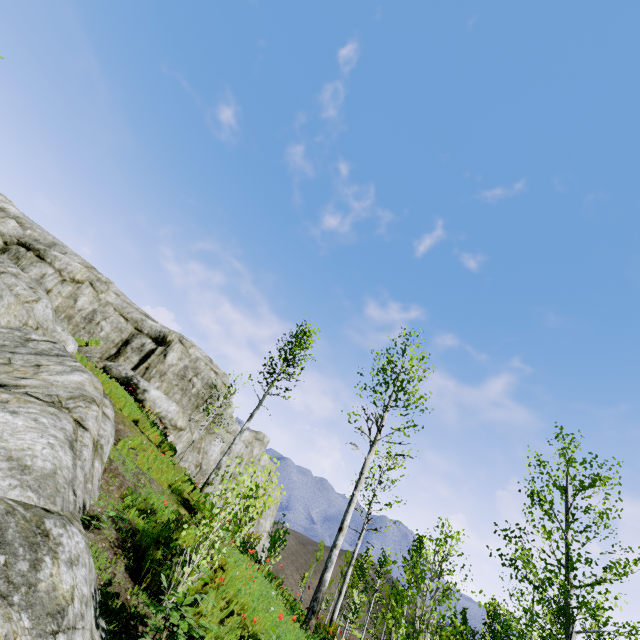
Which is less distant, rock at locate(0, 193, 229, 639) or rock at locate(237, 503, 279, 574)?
rock at locate(0, 193, 229, 639)

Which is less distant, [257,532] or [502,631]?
[502,631]

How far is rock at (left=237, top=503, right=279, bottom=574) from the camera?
9.78m

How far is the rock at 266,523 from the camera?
9.8 meters

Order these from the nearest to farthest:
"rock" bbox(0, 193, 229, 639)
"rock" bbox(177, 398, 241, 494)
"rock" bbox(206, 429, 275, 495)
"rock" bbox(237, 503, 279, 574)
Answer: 1. "rock" bbox(0, 193, 229, 639)
2. "rock" bbox(237, 503, 279, 574)
3. "rock" bbox(177, 398, 241, 494)
4. "rock" bbox(206, 429, 275, 495)

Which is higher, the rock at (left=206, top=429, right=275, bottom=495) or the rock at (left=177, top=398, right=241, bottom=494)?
the rock at (left=206, top=429, right=275, bottom=495)
